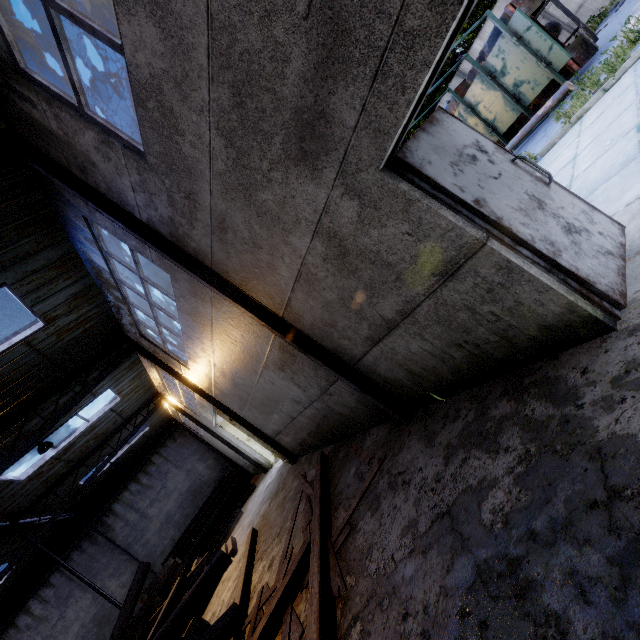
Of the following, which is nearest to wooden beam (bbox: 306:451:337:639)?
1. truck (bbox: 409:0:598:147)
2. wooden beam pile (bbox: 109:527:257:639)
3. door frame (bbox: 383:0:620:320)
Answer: wooden beam pile (bbox: 109:527:257:639)

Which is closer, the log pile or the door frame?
the door frame

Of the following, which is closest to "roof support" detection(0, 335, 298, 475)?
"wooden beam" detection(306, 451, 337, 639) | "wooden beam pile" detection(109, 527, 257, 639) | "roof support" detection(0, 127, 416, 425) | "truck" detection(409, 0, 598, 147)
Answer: "wooden beam pile" detection(109, 527, 257, 639)

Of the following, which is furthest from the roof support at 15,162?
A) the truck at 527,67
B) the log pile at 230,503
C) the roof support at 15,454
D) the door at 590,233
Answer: the log pile at 230,503

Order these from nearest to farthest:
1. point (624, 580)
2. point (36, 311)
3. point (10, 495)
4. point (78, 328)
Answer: point (624, 580)
point (36, 311)
point (78, 328)
point (10, 495)

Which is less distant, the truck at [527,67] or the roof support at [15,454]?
the truck at [527,67]

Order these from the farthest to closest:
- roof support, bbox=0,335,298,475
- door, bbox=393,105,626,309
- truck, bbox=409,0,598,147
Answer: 1. roof support, bbox=0,335,298,475
2. truck, bbox=409,0,598,147
3. door, bbox=393,105,626,309

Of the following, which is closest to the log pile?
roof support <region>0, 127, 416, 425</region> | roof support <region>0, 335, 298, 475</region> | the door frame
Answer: roof support <region>0, 335, 298, 475</region>
